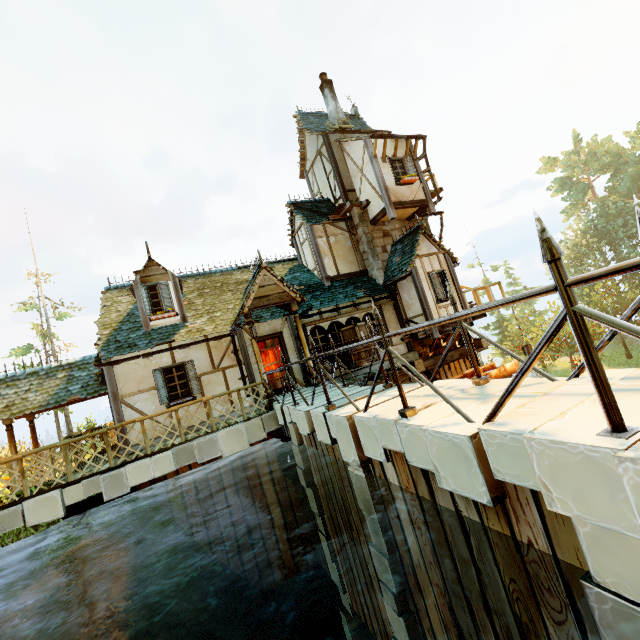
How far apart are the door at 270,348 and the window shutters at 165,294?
3.06m

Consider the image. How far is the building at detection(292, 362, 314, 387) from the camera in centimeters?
1070cm

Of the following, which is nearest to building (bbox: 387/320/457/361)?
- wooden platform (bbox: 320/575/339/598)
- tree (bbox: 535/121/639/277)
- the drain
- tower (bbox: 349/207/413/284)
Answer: tower (bbox: 349/207/413/284)

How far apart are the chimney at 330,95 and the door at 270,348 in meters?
11.0 m

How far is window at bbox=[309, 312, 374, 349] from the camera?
12.5m

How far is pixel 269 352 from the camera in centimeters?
1182cm

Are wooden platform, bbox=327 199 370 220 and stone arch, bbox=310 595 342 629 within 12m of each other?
no

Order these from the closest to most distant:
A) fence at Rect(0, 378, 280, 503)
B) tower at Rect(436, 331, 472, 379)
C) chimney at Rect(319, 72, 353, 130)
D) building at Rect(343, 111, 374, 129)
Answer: fence at Rect(0, 378, 280, 503) < tower at Rect(436, 331, 472, 379) < chimney at Rect(319, 72, 353, 130) < building at Rect(343, 111, 374, 129)
